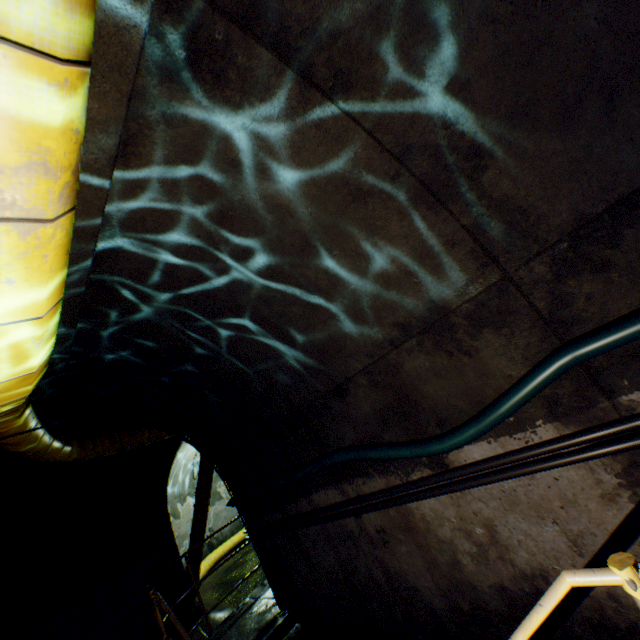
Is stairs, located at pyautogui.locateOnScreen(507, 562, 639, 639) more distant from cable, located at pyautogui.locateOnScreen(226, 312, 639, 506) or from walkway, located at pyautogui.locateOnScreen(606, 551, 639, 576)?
cable, located at pyautogui.locateOnScreen(226, 312, 639, 506)

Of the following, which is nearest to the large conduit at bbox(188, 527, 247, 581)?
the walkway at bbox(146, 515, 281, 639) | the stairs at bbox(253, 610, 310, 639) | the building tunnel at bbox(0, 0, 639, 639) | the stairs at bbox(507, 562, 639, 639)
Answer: the building tunnel at bbox(0, 0, 639, 639)

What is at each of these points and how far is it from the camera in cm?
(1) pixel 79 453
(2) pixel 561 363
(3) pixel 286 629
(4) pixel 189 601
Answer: (1) large conduit, 525
(2) cable, 195
(3) stairs, 434
(4) building tunnel, 776

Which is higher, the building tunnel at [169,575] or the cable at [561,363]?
the cable at [561,363]

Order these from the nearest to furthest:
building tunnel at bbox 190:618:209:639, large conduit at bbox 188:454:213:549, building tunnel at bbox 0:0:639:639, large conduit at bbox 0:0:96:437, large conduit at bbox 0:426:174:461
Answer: large conduit at bbox 0:0:96:437 → building tunnel at bbox 0:0:639:639 → large conduit at bbox 0:426:174:461 → building tunnel at bbox 190:618:209:639 → large conduit at bbox 188:454:213:549

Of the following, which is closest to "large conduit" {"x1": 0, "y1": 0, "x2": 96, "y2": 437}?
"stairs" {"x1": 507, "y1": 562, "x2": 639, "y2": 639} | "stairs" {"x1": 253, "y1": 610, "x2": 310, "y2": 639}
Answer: "stairs" {"x1": 507, "y1": 562, "x2": 639, "y2": 639}

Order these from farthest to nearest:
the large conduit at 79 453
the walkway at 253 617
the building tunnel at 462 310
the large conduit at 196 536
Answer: the large conduit at 196 536 → the walkway at 253 617 → the large conduit at 79 453 → the building tunnel at 462 310

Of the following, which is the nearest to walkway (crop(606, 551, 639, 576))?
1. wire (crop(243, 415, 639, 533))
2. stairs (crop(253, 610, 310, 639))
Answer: wire (crop(243, 415, 639, 533))
